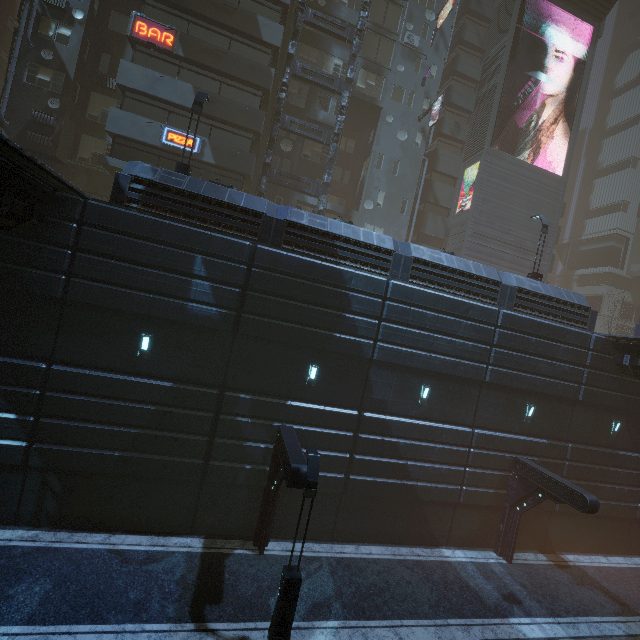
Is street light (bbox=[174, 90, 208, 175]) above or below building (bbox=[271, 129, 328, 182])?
below

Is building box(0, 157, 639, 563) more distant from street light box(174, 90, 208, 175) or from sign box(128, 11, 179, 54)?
street light box(174, 90, 208, 175)

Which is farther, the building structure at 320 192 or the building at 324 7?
the building at 324 7

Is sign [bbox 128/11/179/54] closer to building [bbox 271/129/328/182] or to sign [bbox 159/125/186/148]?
building [bbox 271/129/328/182]

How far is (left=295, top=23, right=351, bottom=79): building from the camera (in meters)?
25.20

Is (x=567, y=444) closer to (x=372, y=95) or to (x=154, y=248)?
(x=154, y=248)

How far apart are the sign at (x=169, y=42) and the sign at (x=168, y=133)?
4.4 meters

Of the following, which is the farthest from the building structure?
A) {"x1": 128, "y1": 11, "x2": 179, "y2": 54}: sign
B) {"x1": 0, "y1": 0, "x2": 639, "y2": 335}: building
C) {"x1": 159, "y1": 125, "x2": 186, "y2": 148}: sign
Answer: {"x1": 128, "y1": 11, "x2": 179, "y2": 54}: sign
